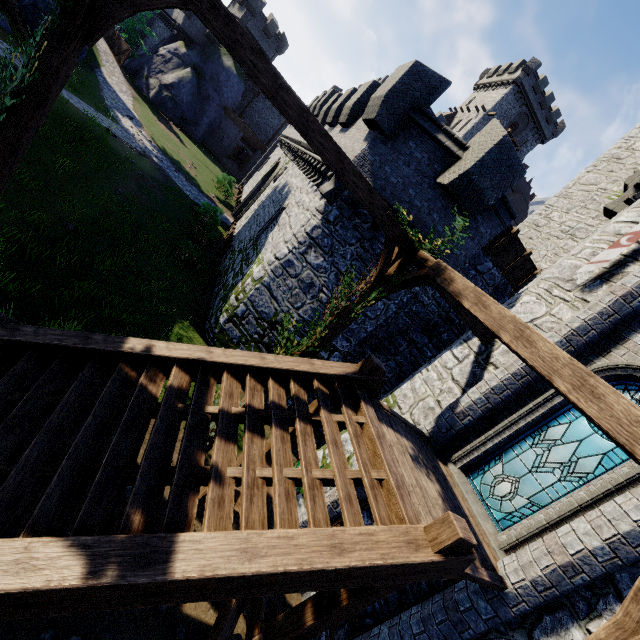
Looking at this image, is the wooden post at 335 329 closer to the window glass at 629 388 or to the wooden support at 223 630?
the wooden support at 223 630

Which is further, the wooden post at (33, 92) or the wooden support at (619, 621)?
the wooden post at (33, 92)

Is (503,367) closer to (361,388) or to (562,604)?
(361,388)

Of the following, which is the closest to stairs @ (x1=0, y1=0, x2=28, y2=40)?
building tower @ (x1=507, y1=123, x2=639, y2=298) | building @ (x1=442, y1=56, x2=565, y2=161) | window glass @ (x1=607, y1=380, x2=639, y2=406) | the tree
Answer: the tree

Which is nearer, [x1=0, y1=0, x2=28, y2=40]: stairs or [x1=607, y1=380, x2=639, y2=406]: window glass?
[x1=607, y1=380, x2=639, y2=406]: window glass

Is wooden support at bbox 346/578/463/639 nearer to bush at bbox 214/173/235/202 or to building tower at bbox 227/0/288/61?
bush at bbox 214/173/235/202

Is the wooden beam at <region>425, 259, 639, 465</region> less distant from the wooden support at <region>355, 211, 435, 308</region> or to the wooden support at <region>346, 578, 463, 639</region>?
the wooden support at <region>355, 211, 435, 308</region>

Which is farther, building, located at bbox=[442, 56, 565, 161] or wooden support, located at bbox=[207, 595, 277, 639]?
building, located at bbox=[442, 56, 565, 161]
